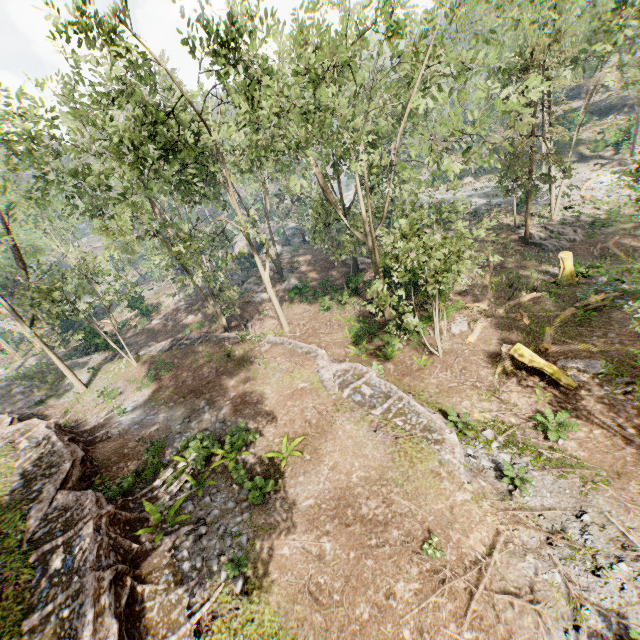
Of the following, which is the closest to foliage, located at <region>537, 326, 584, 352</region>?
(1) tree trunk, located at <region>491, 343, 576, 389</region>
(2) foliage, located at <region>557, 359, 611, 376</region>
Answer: (1) tree trunk, located at <region>491, 343, 576, 389</region>

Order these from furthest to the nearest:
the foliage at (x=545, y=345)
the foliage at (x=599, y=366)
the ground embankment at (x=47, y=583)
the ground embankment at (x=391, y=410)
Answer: the foliage at (x=545, y=345) → the foliage at (x=599, y=366) → the ground embankment at (x=391, y=410) → the ground embankment at (x=47, y=583)

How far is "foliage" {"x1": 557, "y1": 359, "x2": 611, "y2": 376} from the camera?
14.44m

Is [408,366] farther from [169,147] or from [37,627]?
[169,147]

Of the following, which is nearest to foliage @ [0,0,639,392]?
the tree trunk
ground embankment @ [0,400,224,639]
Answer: ground embankment @ [0,400,224,639]

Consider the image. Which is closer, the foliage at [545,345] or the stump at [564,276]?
the foliage at [545,345]

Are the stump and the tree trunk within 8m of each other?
no

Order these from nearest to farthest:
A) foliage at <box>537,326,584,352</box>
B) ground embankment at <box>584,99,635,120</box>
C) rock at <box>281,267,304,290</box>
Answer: foliage at <box>537,326,584,352</box>, rock at <box>281,267,304,290</box>, ground embankment at <box>584,99,635,120</box>
